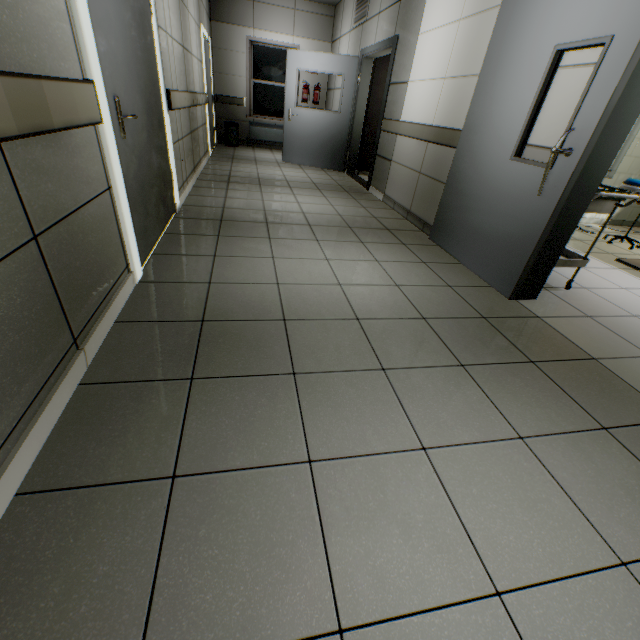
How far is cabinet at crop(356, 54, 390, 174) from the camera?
6.3 meters

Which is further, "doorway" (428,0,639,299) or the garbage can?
the garbage can

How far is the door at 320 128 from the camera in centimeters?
573cm

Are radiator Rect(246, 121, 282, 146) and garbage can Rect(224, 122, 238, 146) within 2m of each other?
yes

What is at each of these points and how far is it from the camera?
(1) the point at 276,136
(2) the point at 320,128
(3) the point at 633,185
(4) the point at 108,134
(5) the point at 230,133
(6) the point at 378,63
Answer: (1) radiator, 9.18m
(2) door, 6.86m
(3) operating table, 3.86m
(4) doorway, 1.79m
(5) garbage can, 8.61m
(6) cabinet, 6.23m

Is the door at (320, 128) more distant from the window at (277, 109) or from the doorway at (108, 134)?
the doorway at (108, 134)

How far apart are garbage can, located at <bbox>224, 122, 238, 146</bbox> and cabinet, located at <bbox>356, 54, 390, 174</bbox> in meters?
3.7 m

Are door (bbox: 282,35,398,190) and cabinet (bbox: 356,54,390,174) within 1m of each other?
yes
